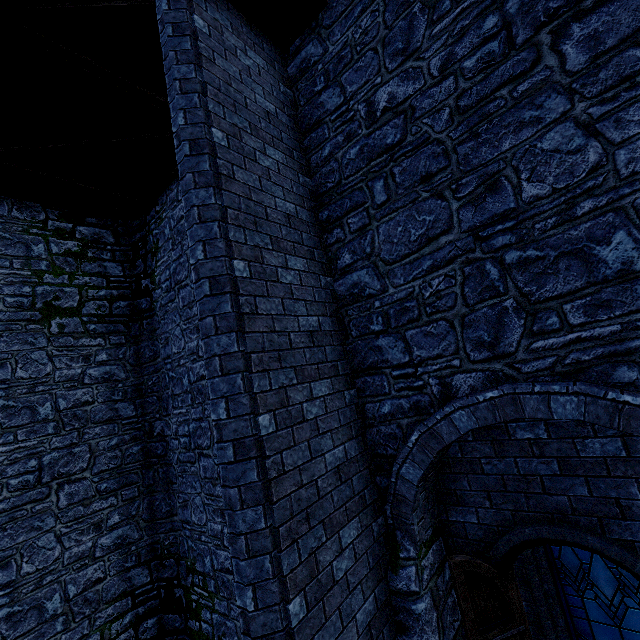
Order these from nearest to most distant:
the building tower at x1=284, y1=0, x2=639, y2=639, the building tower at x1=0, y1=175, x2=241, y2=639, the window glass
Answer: the building tower at x1=284, y1=0, x2=639, y2=639 → the window glass → the building tower at x1=0, y1=175, x2=241, y2=639

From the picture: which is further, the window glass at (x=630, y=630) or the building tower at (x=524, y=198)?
the window glass at (x=630, y=630)

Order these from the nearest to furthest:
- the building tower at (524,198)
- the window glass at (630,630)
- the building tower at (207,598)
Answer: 1. the building tower at (524,198)
2. the window glass at (630,630)
3. the building tower at (207,598)

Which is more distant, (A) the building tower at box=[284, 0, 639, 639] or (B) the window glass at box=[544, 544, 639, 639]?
(B) the window glass at box=[544, 544, 639, 639]

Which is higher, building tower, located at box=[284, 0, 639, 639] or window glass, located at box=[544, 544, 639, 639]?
building tower, located at box=[284, 0, 639, 639]

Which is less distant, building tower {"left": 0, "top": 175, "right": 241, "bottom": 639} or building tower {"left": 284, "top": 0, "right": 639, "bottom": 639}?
building tower {"left": 284, "top": 0, "right": 639, "bottom": 639}

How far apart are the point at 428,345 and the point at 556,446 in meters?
1.6
